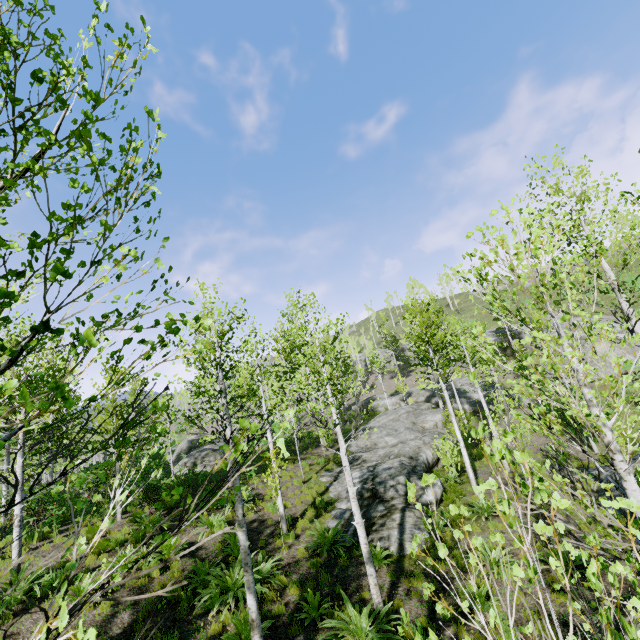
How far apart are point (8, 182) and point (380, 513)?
13.71m

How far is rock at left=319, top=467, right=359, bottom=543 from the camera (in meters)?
11.30

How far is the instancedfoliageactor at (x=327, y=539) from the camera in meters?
10.1 m

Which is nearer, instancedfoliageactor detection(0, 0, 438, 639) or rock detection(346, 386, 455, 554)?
instancedfoliageactor detection(0, 0, 438, 639)

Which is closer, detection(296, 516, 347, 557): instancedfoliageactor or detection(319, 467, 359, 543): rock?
detection(296, 516, 347, 557): instancedfoliageactor

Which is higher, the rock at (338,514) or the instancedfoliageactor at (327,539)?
the rock at (338,514)

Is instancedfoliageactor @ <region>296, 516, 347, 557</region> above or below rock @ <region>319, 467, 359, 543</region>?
below
